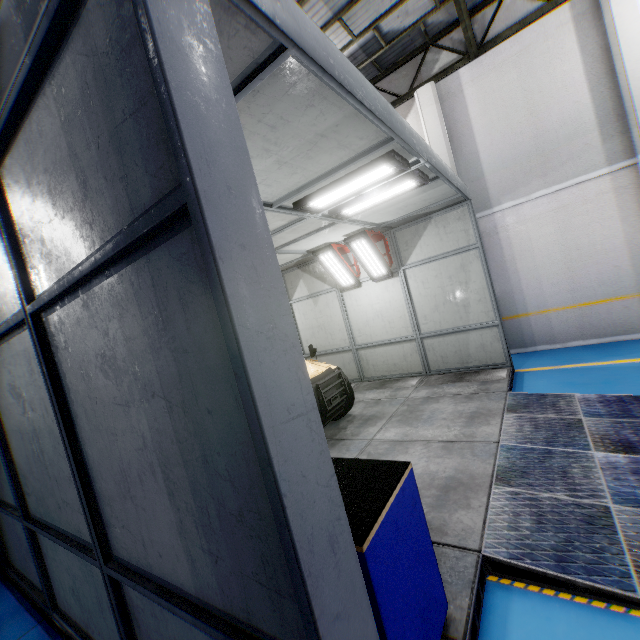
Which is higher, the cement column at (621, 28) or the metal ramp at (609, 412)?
the cement column at (621, 28)

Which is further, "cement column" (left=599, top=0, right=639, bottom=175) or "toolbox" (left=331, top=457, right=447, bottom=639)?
"cement column" (left=599, top=0, right=639, bottom=175)

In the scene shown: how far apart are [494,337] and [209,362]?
7.8 meters

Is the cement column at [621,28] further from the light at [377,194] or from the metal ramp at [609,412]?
the light at [377,194]

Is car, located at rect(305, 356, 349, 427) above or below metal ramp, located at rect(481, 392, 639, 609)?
above

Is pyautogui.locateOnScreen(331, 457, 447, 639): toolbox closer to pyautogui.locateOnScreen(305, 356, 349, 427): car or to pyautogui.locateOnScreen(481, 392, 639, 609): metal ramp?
pyautogui.locateOnScreen(481, 392, 639, 609): metal ramp

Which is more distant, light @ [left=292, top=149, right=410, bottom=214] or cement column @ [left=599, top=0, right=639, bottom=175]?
cement column @ [left=599, top=0, right=639, bottom=175]

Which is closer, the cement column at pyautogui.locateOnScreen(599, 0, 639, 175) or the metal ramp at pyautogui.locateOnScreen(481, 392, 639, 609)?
the metal ramp at pyautogui.locateOnScreen(481, 392, 639, 609)
